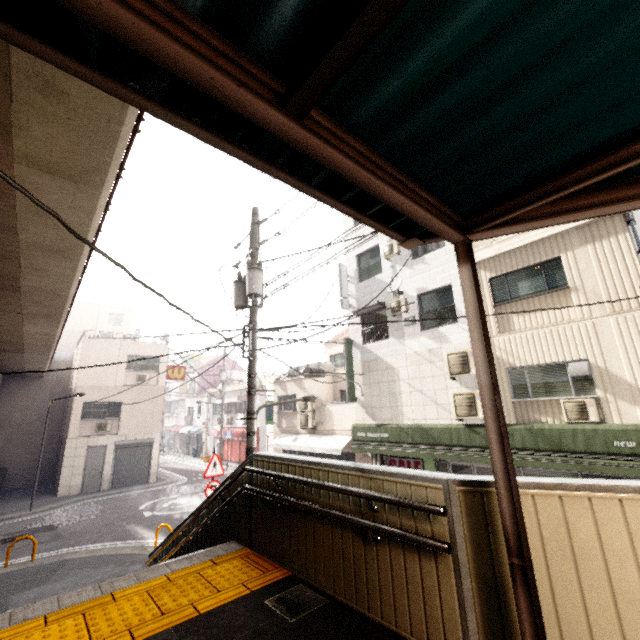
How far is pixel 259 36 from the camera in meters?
1.3 m

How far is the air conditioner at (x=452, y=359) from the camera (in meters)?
10.45

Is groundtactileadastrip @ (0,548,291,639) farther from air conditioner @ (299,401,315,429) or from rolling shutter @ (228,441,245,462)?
rolling shutter @ (228,441,245,462)

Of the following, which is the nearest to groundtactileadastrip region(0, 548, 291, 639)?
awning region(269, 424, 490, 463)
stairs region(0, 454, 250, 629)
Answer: stairs region(0, 454, 250, 629)

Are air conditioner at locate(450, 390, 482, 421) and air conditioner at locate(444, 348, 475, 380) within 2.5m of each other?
yes

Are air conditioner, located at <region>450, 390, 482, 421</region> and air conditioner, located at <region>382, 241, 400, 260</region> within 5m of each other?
no

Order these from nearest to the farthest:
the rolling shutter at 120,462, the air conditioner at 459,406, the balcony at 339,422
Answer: the air conditioner at 459,406 → the balcony at 339,422 → the rolling shutter at 120,462

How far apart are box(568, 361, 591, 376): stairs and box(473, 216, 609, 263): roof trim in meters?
3.6 m
